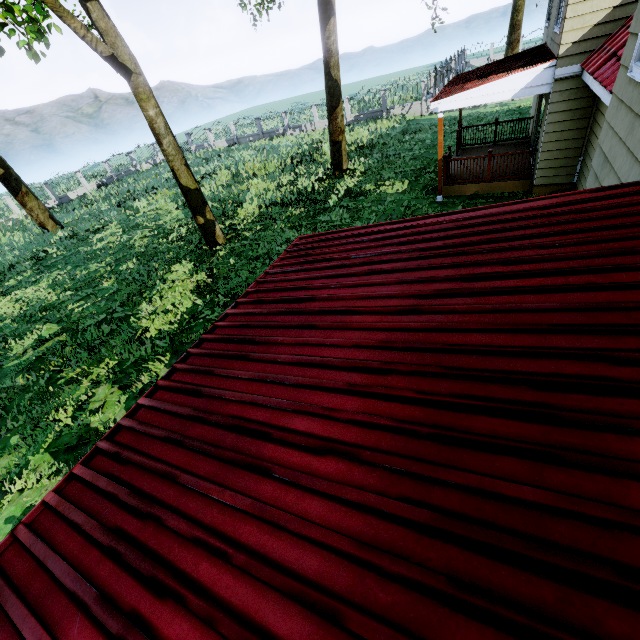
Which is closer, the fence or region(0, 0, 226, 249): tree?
region(0, 0, 226, 249): tree

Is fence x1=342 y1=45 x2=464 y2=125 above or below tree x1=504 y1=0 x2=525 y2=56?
below

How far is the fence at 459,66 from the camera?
25.30m

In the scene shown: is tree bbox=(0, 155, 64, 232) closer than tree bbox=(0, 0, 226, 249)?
No

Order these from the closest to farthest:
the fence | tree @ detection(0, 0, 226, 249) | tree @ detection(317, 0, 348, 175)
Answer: tree @ detection(0, 0, 226, 249) < tree @ detection(317, 0, 348, 175) < the fence

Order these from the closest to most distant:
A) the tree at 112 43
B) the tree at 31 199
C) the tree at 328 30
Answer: the tree at 112 43 < the tree at 328 30 < the tree at 31 199

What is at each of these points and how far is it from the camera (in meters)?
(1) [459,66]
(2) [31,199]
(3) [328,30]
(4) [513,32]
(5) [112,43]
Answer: (1) fence, 39.91
(2) tree, 19.75
(3) tree, 13.52
(4) tree, 26.66
(5) tree, 9.60

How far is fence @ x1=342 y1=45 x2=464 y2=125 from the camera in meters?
25.3 m
